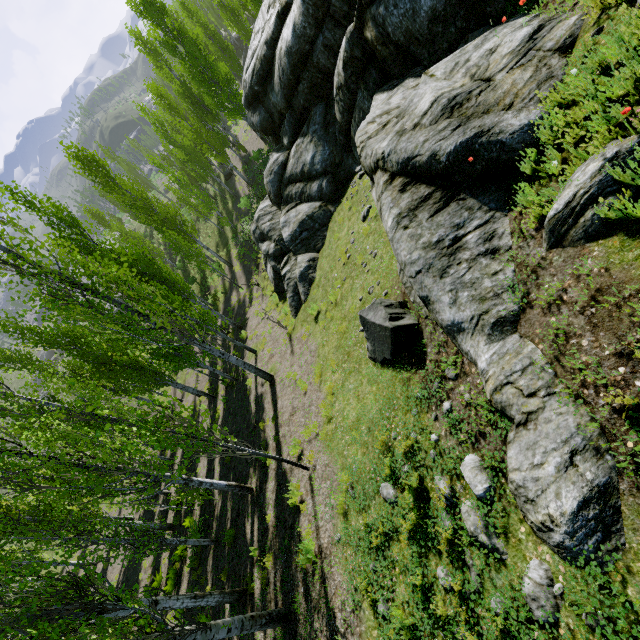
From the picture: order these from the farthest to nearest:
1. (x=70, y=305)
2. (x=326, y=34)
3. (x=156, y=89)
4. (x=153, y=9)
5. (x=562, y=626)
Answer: (x=156, y=89) < (x=153, y=9) < (x=326, y=34) < (x=70, y=305) < (x=562, y=626)

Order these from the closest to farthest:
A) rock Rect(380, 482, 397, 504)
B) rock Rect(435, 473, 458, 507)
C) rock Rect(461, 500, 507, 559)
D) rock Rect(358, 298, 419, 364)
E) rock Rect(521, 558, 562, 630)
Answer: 1. rock Rect(521, 558, 562, 630)
2. rock Rect(461, 500, 507, 559)
3. rock Rect(435, 473, 458, 507)
4. rock Rect(380, 482, 397, 504)
5. rock Rect(358, 298, 419, 364)

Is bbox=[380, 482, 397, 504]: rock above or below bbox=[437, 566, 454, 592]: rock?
below

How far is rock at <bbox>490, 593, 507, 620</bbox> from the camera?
3.3 meters

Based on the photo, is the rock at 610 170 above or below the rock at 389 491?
above

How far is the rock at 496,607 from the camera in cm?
330

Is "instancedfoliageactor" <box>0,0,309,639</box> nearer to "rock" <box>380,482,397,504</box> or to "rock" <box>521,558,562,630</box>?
"rock" <box>380,482,397,504</box>
